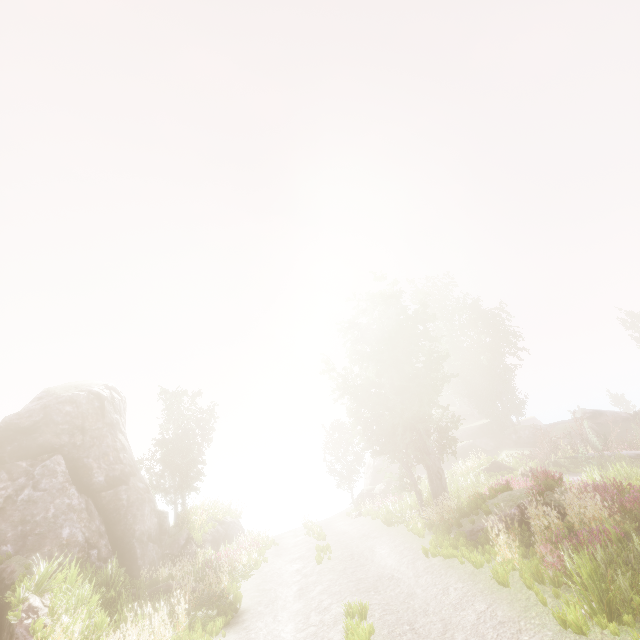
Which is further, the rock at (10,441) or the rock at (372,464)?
the rock at (372,464)

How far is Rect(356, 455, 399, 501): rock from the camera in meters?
33.7 m

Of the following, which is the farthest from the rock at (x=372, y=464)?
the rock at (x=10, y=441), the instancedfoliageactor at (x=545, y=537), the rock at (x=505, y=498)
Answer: the rock at (x=10, y=441)

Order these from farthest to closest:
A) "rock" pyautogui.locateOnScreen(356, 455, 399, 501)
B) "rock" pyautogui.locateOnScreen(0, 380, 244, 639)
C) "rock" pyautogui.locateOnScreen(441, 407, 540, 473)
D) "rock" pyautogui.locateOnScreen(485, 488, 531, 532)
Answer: "rock" pyautogui.locateOnScreen(356, 455, 399, 501) < "rock" pyautogui.locateOnScreen(441, 407, 540, 473) < "rock" pyautogui.locateOnScreen(0, 380, 244, 639) < "rock" pyautogui.locateOnScreen(485, 488, 531, 532)

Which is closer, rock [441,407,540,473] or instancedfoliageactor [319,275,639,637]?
instancedfoliageactor [319,275,639,637]

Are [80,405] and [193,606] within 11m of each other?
no

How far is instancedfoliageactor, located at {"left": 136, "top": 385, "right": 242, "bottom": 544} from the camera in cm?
2258
